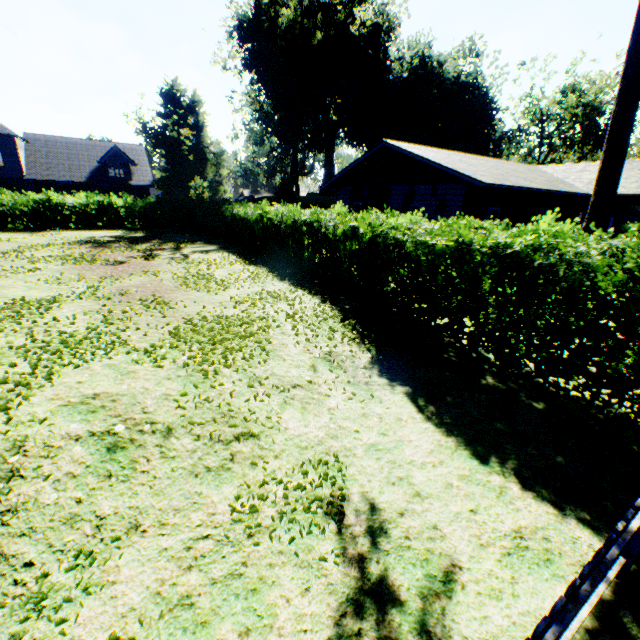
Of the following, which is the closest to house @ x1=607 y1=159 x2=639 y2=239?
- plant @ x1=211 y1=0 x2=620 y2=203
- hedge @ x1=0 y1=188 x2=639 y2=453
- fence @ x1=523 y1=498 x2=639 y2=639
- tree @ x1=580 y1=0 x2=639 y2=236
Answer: tree @ x1=580 y1=0 x2=639 y2=236

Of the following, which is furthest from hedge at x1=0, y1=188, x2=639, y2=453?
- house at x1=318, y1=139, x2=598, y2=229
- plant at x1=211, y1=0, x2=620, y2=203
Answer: plant at x1=211, y1=0, x2=620, y2=203

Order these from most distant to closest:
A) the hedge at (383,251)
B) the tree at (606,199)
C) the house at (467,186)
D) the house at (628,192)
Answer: the house at (628,192)
the house at (467,186)
the tree at (606,199)
the hedge at (383,251)

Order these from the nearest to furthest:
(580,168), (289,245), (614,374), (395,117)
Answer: (614,374)
(289,245)
(580,168)
(395,117)

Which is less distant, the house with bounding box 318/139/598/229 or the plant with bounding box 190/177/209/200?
the house with bounding box 318/139/598/229

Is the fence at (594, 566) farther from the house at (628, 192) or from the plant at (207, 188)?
the plant at (207, 188)

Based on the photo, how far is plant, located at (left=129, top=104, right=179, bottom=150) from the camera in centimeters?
5475cm

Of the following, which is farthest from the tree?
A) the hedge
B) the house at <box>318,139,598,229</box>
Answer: the hedge
